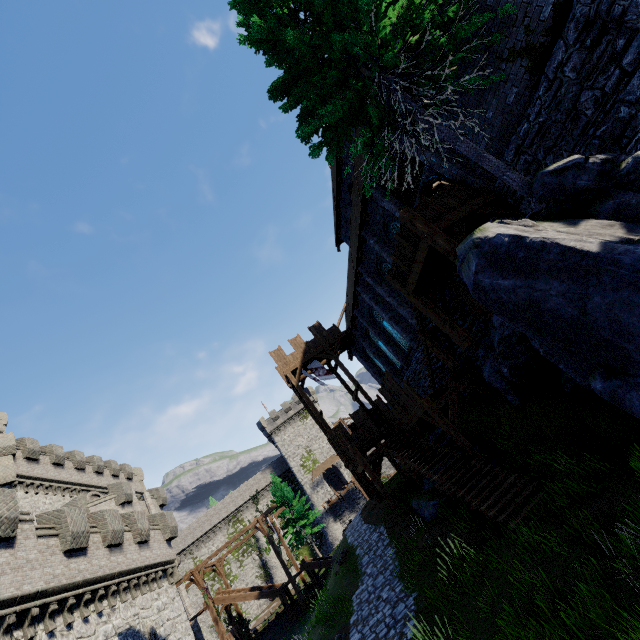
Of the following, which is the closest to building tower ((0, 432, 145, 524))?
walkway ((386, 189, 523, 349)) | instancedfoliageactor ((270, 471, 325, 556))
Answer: instancedfoliageactor ((270, 471, 325, 556))

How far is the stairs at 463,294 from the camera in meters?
11.7

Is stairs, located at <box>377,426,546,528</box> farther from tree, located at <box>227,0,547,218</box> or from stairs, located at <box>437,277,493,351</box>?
tree, located at <box>227,0,547,218</box>

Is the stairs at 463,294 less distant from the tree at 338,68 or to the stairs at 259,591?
the tree at 338,68

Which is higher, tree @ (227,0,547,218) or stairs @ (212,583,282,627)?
tree @ (227,0,547,218)

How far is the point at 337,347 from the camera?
26.7m

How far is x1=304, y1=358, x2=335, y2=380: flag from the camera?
25.7m

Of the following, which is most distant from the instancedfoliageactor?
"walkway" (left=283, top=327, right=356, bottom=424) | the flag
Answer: the flag
